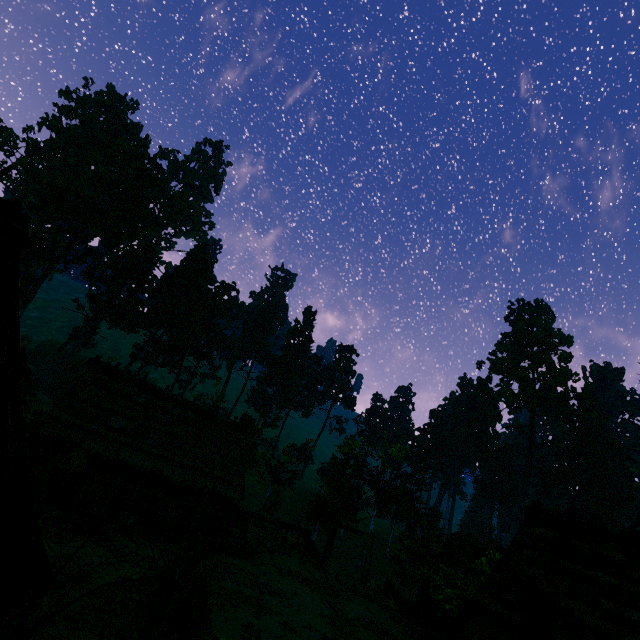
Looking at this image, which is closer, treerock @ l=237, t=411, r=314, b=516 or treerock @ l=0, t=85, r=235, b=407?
treerock @ l=237, t=411, r=314, b=516

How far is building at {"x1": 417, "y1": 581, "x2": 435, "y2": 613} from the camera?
24.4 meters

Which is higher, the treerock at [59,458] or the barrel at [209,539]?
the treerock at [59,458]

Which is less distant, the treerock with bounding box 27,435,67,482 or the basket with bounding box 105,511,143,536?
the treerock with bounding box 27,435,67,482

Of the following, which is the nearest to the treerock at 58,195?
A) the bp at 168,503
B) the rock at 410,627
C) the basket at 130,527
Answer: the rock at 410,627

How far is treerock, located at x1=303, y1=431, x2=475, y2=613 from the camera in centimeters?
2227cm

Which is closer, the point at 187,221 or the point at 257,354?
the point at 187,221

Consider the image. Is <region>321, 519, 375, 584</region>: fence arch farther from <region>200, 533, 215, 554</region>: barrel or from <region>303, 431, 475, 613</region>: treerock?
<region>200, 533, 215, 554</region>: barrel
